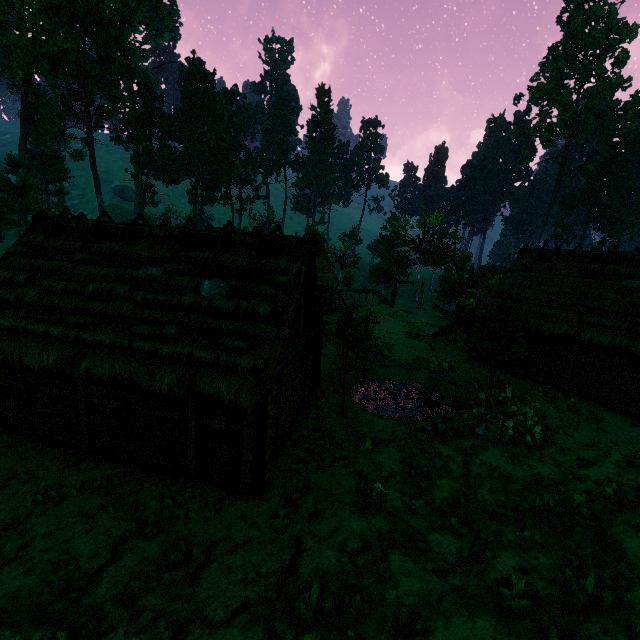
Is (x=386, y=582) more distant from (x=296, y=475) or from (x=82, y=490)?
(x=82, y=490)

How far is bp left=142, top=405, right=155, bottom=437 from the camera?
10.26m

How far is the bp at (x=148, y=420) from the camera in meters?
10.3 m

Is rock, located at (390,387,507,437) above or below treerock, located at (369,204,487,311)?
Result: below

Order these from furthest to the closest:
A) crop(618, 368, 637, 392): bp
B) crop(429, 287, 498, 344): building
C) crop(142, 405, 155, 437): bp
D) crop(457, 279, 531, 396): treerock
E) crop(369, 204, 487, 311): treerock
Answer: crop(369, 204, 487, 311): treerock < crop(429, 287, 498, 344): building < crop(457, 279, 531, 396): treerock < crop(618, 368, 637, 392): bp < crop(142, 405, 155, 437): bp

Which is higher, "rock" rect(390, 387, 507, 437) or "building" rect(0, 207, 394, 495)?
"building" rect(0, 207, 394, 495)

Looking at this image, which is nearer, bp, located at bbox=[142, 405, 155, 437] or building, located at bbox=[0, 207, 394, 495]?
building, located at bbox=[0, 207, 394, 495]

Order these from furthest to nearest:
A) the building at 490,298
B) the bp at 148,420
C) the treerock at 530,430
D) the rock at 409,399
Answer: the building at 490,298
the rock at 409,399
the treerock at 530,430
the bp at 148,420
